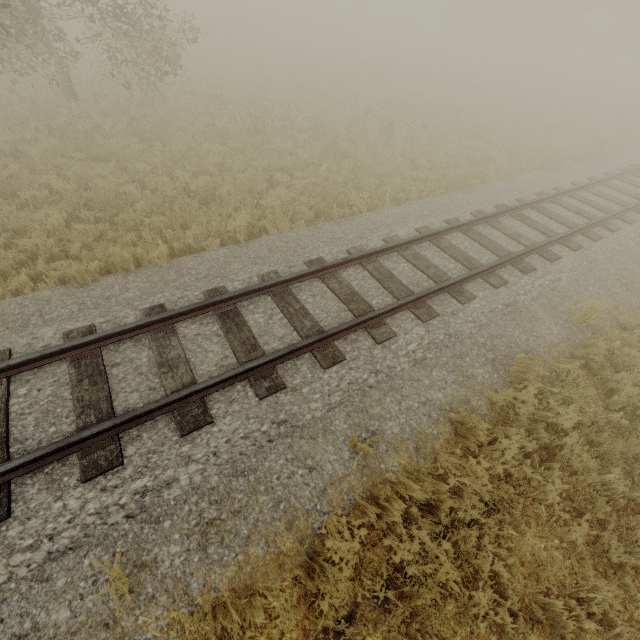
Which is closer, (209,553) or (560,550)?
(209,553)
